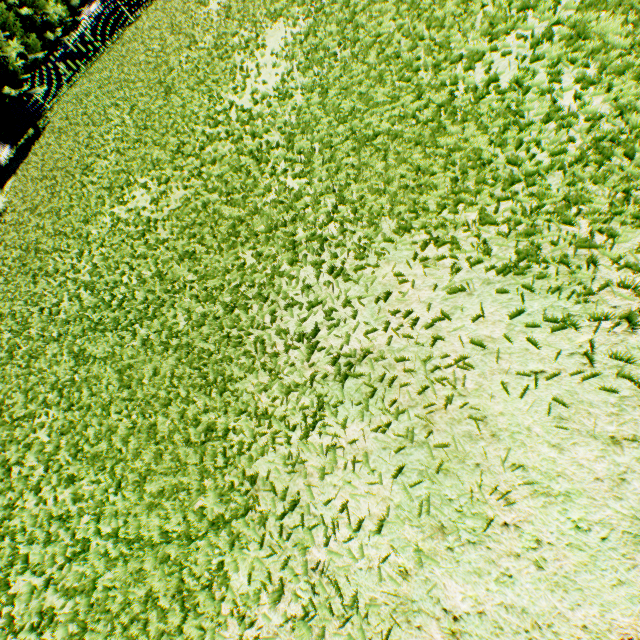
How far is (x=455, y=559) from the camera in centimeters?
179cm
